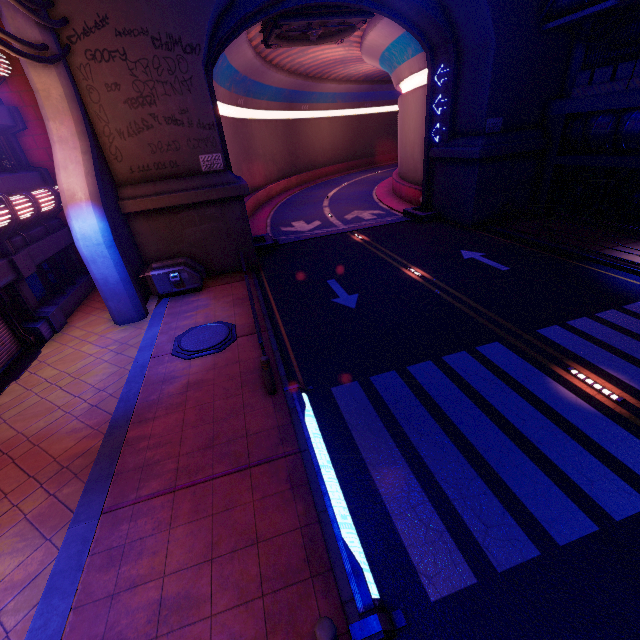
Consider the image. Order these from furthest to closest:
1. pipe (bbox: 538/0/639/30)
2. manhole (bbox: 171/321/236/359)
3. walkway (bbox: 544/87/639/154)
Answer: walkway (bbox: 544/87/639/154)
pipe (bbox: 538/0/639/30)
manhole (bbox: 171/321/236/359)

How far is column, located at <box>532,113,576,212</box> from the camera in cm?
1646

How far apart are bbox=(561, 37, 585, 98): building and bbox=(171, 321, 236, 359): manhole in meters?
20.2

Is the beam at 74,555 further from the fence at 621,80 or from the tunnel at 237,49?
the fence at 621,80

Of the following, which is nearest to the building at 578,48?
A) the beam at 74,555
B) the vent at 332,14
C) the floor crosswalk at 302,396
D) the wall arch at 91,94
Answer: the wall arch at 91,94

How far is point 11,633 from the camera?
4.37m

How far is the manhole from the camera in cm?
981

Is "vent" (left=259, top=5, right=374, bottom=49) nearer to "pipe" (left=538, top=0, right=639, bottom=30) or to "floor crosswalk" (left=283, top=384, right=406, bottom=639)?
"pipe" (left=538, top=0, right=639, bottom=30)
